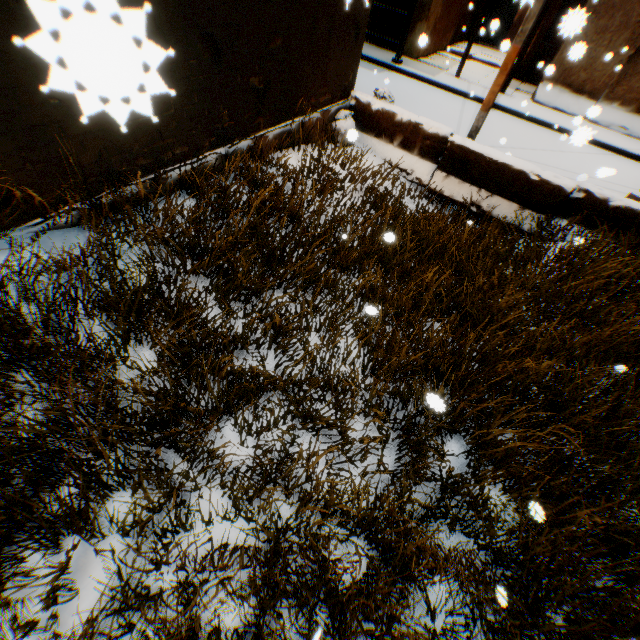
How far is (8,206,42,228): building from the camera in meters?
3.0 m

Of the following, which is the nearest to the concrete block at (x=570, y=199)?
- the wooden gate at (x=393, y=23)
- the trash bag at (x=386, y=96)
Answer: the trash bag at (x=386, y=96)

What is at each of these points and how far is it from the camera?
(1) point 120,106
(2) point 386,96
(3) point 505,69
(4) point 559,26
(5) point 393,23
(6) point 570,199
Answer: (1) building, 0.35m
(2) trash bag, 6.90m
(3) electric pole, 5.65m
(4) building, 2.10m
(5) wooden gate, 12.78m
(6) concrete block, 6.04m

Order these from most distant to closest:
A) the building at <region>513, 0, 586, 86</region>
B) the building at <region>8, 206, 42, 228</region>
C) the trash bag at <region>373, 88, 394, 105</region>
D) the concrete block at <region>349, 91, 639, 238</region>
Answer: the trash bag at <region>373, 88, 394, 105</region>
the concrete block at <region>349, 91, 639, 238</region>
the building at <region>8, 206, 42, 228</region>
the building at <region>513, 0, 586, 86</region>

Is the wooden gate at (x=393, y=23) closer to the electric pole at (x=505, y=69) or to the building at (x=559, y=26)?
the building at (x=559, y=26)

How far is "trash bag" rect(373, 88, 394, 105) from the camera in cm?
691

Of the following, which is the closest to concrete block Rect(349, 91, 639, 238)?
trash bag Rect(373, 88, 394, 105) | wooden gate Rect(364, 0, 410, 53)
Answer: trash bag Rect(373, 88, 394, 105)

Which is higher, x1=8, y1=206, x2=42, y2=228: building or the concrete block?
x1=8, y1=206, x2=42, y2=228: building
